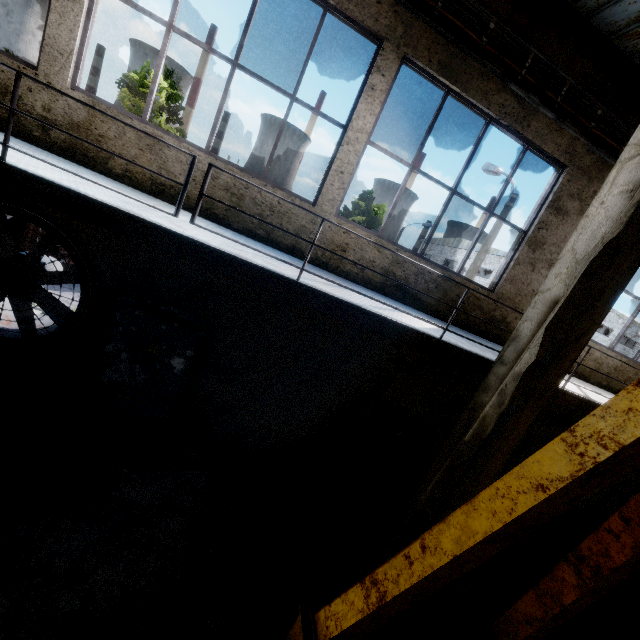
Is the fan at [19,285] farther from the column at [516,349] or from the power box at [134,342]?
the column at [516,349]

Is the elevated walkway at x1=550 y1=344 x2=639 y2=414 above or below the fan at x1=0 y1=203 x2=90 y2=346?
above

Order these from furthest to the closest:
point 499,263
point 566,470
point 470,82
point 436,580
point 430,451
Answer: point 499,263
point 430,451
point 470,82
point 436,580
point 566,470

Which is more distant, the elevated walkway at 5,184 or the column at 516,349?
the column at 516,349

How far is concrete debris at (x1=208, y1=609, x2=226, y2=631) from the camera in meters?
3.7

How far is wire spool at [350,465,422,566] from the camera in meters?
5.3 m

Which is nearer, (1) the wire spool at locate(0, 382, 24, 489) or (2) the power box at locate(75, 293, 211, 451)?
(1) the wire spool at locate(0, 382, 24, 489)

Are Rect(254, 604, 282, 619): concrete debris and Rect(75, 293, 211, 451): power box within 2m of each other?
no
